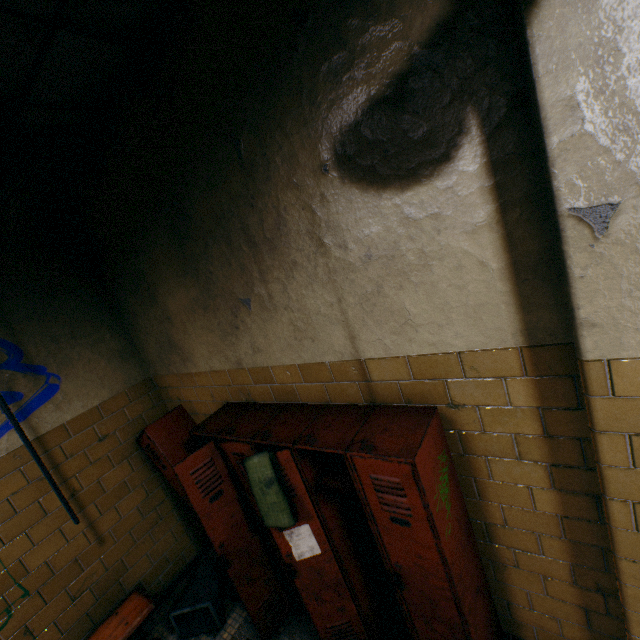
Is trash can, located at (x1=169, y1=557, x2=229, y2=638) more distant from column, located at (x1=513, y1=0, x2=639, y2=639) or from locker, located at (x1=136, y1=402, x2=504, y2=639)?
column, located at (x1=513, y1=0, x2=639, y2=639)

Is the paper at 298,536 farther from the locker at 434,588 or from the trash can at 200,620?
the trash can at 200,620

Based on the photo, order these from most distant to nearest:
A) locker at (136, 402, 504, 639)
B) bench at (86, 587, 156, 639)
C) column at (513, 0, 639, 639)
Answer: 1. bench at (86, 587, 156, 639)
2. locker at (136, 402, 504, 639)
3. column at (513, 0, 639, 639)

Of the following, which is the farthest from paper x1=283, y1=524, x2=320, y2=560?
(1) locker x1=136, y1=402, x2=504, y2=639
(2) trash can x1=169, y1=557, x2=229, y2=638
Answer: (2) trash can x1=169, y1=557, x2=229, y2=638

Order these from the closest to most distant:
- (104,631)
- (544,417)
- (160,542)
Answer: (544,417) < (104,631) < (160,542)

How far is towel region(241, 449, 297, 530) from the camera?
1.8m

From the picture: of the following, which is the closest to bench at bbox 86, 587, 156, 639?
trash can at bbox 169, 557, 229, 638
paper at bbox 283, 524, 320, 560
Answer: trash can at bbox 169, 557, 229, 638

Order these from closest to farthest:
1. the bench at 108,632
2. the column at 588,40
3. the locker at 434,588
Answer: the column at 588,40, the locker at 434,588, the bench at 108,632
